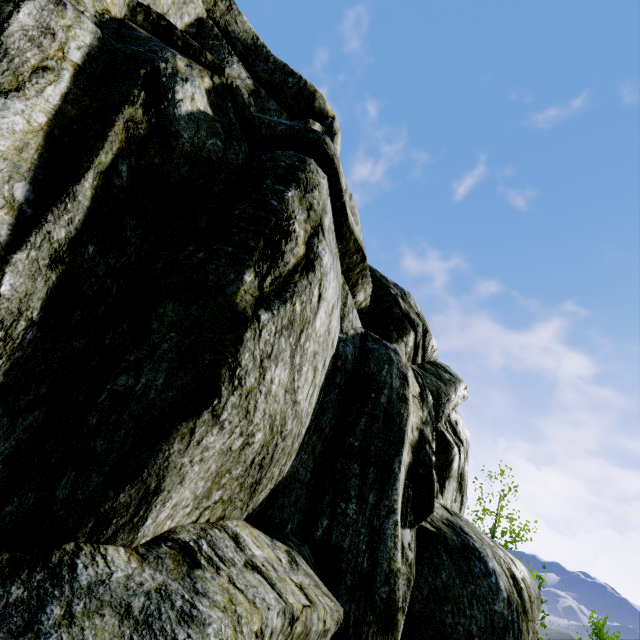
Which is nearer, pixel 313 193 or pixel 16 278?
pixel 16 278
